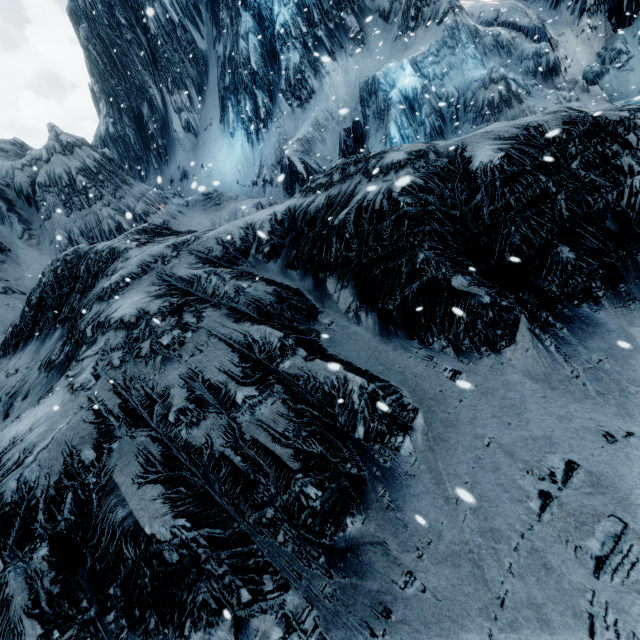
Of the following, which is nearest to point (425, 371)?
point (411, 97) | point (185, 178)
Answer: point (411, 97)
